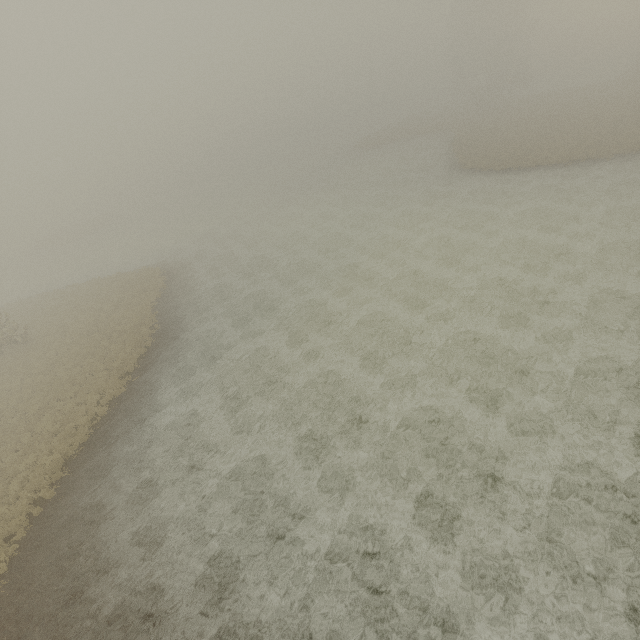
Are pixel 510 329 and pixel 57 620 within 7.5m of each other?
no
